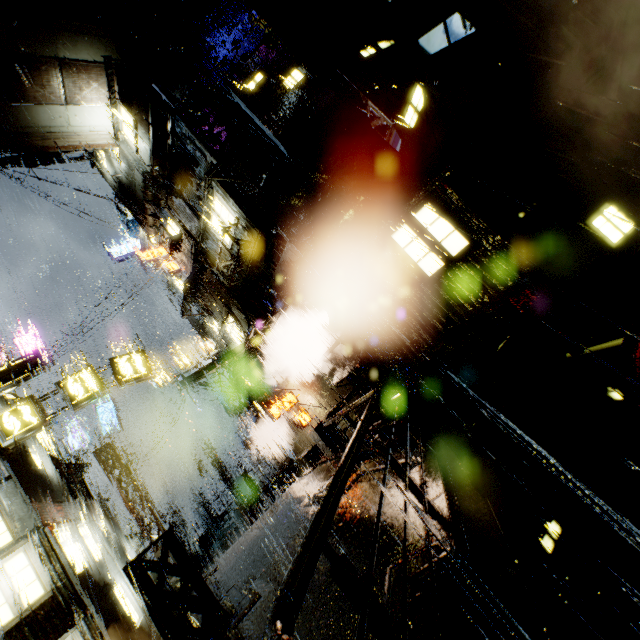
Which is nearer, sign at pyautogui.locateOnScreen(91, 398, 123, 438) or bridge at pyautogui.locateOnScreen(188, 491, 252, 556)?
sign at pyautogui.locateOnScreen(91, 398, 123, 438)

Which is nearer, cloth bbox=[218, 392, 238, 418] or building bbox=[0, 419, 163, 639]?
building bbox=[0, 419, 163, 639]

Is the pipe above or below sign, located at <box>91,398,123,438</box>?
below

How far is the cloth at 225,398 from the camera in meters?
22.0

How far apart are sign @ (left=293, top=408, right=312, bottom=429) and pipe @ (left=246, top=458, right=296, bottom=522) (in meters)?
6.76

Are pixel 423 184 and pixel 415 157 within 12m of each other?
yes

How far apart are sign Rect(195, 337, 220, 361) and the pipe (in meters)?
9.77

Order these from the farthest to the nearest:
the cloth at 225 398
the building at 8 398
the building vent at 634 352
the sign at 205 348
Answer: the sign at 205 348
the cloth at 225 398
the building at 8 398
the building vent at 634 352
